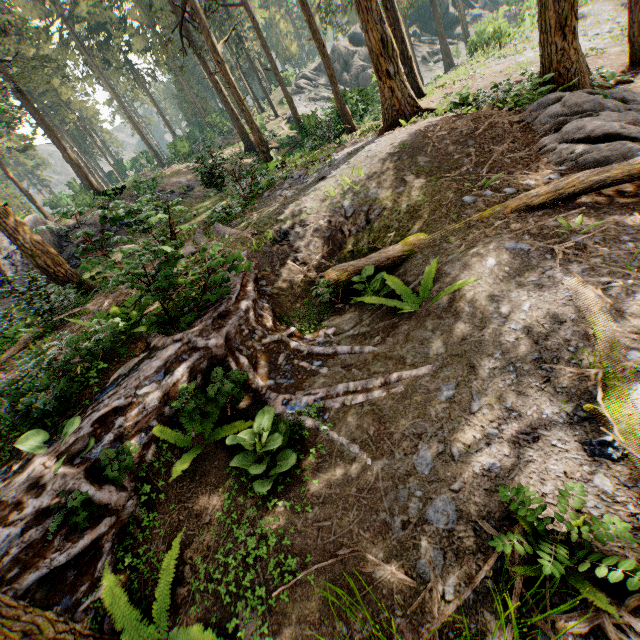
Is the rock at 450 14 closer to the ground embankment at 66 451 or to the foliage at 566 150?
the foliage at 566 150

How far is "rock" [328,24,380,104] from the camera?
26.21m

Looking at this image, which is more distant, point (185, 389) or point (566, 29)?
point (566, 29)

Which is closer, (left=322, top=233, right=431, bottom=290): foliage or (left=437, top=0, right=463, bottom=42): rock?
(left=322, top=233, right=431, bottom=290): foliage

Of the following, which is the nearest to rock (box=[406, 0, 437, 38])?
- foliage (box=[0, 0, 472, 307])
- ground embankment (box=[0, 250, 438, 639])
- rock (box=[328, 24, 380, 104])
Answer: foliage (box=[0, 0, 472, 307])

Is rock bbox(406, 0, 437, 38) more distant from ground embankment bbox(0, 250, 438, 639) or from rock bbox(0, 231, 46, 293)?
ground embankment bbox(0, 250, 438, 639)

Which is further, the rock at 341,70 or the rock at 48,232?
the rock at 341,70
